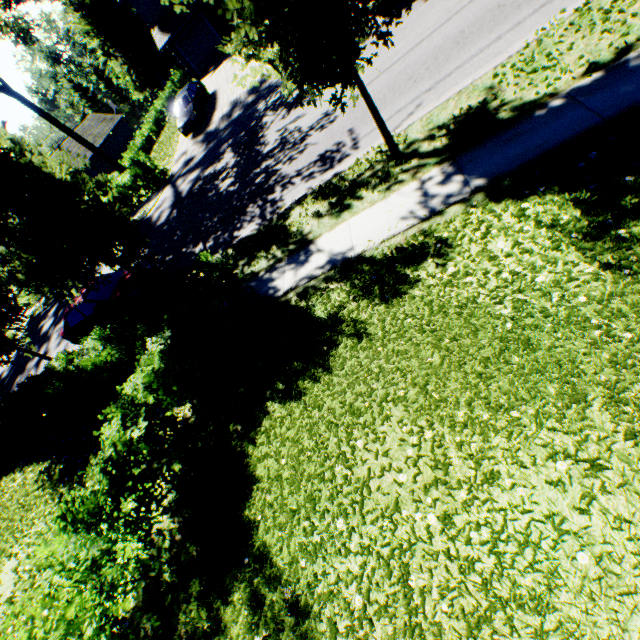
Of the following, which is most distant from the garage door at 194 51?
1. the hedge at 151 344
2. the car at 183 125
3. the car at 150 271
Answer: the hedge at 151 344

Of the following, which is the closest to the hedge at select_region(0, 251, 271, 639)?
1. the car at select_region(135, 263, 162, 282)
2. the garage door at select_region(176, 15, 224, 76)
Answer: the car at select_region(135, 263, 162, 282)

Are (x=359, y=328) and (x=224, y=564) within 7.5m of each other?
yes

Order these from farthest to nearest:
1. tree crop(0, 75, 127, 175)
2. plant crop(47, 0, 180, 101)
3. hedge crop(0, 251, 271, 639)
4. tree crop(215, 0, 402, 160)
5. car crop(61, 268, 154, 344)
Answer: plant crop(47, 0, 180, 101)
tree crop(0, 75, 127, 175)
car crop(61, 268, 154, 344)
tree crop(215, 0, 402, 160)
hedge crop(0, 251, 271, 639)

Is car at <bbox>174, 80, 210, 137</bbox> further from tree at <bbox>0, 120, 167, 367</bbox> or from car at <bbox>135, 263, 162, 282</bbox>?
car at <bbox>135, 263, 162, 282</bbox>

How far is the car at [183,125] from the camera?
20.77m

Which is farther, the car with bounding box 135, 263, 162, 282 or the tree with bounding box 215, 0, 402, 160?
the car with bounding box 135, 263, 162, 282

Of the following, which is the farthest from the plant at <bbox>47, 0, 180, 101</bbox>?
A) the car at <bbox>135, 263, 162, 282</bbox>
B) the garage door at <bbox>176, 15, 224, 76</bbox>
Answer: the car at <bbox>135, 263, 162, 282</bbox>
